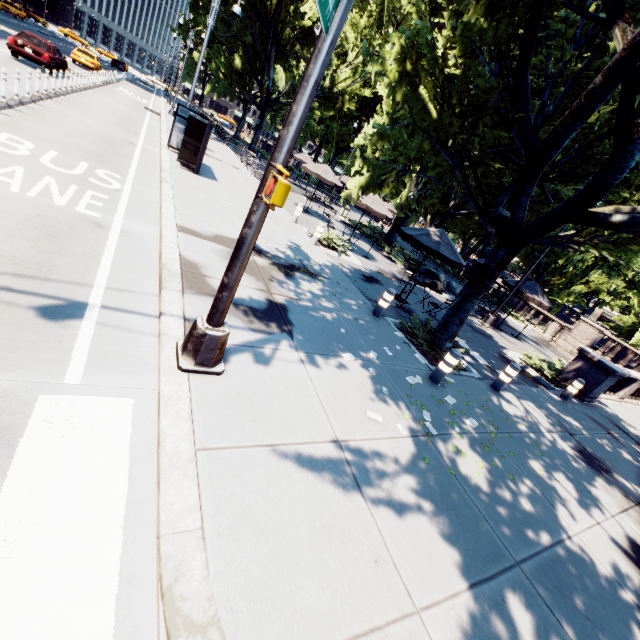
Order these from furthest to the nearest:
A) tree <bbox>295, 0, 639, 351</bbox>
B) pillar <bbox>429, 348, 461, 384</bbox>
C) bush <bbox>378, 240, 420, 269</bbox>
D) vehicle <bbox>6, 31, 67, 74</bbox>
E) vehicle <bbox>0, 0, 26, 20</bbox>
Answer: vehicle <bbox>0, 0, 26, 20</bbox> < bush <bbox>378, 240, 420, 269</bbox> < vehicle <bbox>6, 31, 67, 74</bbox> < pillar <bbox>429, 348, 461, 384</bbox> < tree <bbox>295, 0, 639, 351</bbox>

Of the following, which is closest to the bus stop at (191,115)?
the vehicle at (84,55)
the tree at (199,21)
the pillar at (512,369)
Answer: the tree at (199,21)

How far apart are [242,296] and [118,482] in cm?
407

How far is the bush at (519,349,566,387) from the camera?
12.77m

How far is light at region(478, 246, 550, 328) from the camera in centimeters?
1515cm

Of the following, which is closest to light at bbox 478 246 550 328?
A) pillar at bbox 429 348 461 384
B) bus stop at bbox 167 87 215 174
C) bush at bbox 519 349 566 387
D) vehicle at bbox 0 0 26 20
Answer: bush at bbox 519 349 566 387

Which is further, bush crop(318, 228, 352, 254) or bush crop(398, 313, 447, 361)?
bush crop(318, 228, 352, 254)

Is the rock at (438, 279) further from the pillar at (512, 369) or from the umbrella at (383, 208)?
the pillar at (512, 369)
